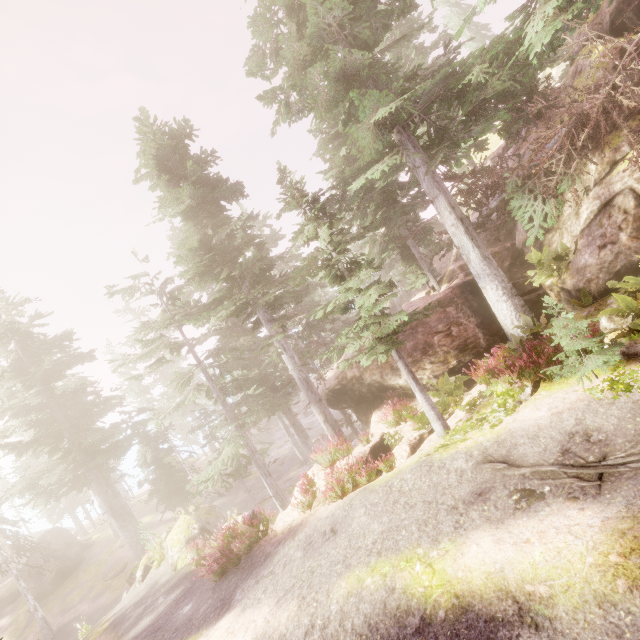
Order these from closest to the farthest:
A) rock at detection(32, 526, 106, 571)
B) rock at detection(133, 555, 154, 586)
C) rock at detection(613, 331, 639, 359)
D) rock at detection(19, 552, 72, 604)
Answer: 1. rock at detection(613, 331, 639, 359)
2. rock at detection(133, 555, 154, 586)
3. rock at detection(19, 552, 72, 604)
4. rock at detection(32, 526, 106, 571)

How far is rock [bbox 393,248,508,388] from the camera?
13.9 meters

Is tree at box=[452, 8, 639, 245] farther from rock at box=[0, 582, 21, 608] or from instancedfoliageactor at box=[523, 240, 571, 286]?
rock at box=[0, 582, 21, 608]

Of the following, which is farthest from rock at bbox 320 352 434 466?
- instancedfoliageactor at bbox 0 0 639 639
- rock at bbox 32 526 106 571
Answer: rock at bbox 32 526 106 571

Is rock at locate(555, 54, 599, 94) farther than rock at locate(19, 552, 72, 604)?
No

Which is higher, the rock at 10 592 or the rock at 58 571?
the rock at 10 592

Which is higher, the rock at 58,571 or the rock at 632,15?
the rock at 632,15

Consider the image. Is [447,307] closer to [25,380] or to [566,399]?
[566,399]
